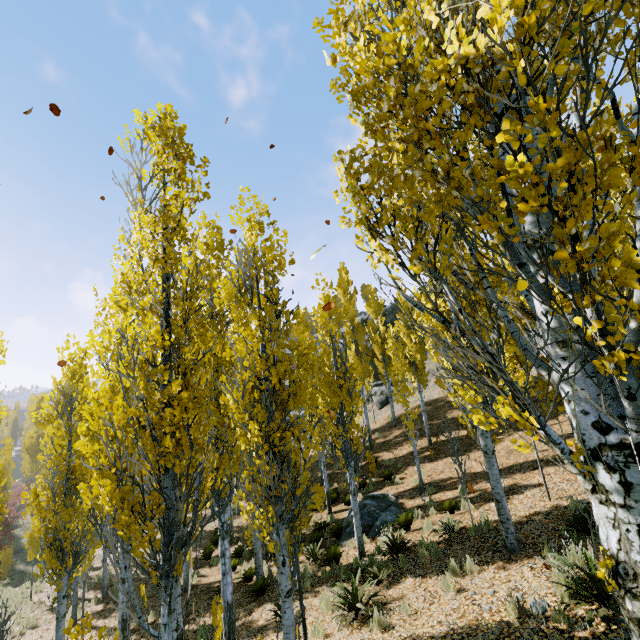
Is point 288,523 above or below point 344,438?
below

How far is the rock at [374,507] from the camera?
12.1 meters

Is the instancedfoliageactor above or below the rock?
above

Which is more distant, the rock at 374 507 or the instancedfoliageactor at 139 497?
the rock at 374 507

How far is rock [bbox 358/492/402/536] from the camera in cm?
1209

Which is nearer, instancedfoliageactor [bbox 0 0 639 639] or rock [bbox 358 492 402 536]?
instancedfoliageactor [bbox 0 0 639 639]
